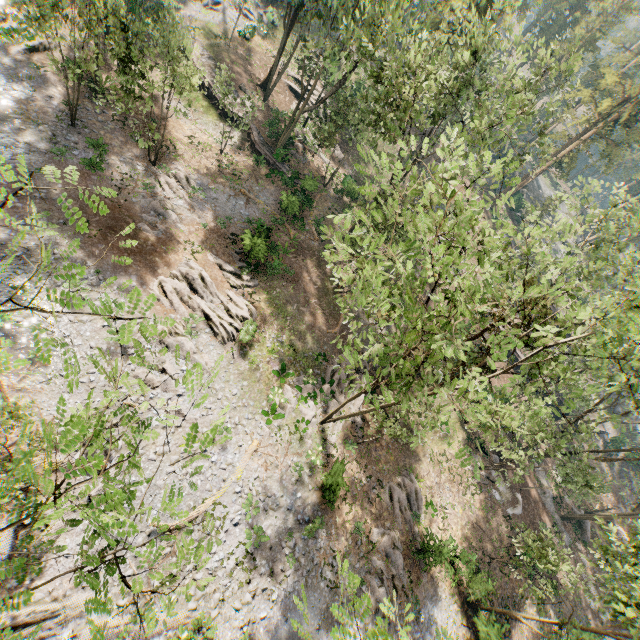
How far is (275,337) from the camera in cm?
2409

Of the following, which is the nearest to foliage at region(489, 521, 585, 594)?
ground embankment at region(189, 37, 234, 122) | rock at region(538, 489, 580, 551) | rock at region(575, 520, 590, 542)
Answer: ground embankment at region(189, 37, 234, 122)

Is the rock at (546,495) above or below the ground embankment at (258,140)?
above

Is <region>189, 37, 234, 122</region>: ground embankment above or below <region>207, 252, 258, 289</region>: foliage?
above

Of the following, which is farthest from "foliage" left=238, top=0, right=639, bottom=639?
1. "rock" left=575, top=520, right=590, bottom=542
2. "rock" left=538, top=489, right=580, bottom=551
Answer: "rock" left=575, top=520, right=590, bottom=542

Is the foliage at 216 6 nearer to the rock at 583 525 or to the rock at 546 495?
the rock at 546 495

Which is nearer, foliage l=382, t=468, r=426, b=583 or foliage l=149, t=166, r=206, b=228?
foliage l=382, t=468, r=426, b=583
